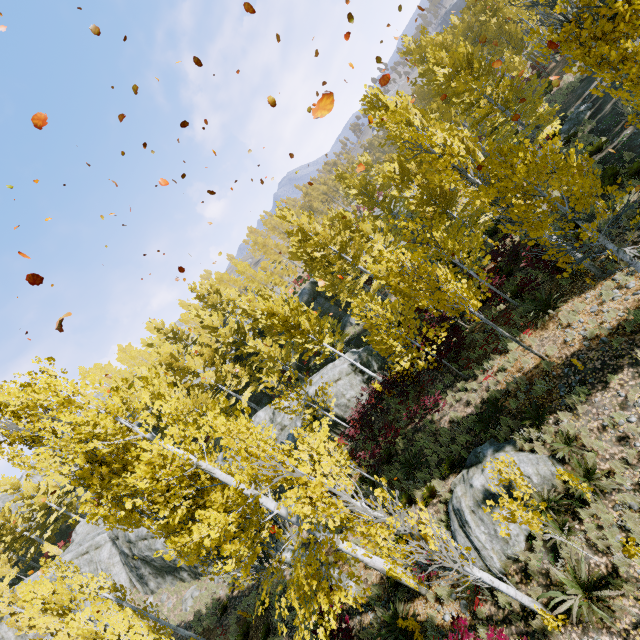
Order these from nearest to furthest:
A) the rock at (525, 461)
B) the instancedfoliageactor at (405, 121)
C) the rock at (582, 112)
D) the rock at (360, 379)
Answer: the instancedfoliageactor at (405, 121) → the rock at (525, 461) → the rock at (582, 112) → the rock at (360, 379)

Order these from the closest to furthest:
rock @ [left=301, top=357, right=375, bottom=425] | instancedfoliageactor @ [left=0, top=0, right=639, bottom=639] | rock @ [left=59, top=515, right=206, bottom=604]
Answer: instancedfoliageactor @ [left=0, top=0, right=639, bottom=639] → rock @ [left=301, top=357, right=375, bottom=425] → rock @ [left=59, top=515, right=206, bottom=604]

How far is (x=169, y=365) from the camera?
27.6 meters

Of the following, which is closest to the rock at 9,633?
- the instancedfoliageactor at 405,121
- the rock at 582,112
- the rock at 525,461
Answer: the instancedfoliageactor at 405,121

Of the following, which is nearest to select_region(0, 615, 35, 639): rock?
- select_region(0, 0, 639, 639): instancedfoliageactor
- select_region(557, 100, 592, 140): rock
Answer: select_region(0, 0, 639, 639): instancedfoliageactor

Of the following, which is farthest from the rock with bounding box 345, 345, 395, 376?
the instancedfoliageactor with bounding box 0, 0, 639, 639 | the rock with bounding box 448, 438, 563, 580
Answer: the rock with bounding box 448, 438, 563, 580

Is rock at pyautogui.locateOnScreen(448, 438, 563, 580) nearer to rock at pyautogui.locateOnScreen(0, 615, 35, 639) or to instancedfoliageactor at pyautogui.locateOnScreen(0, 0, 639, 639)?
instancedfoliageactor at pyautogui.locateOnScreen(0, 0, 639, 639)
